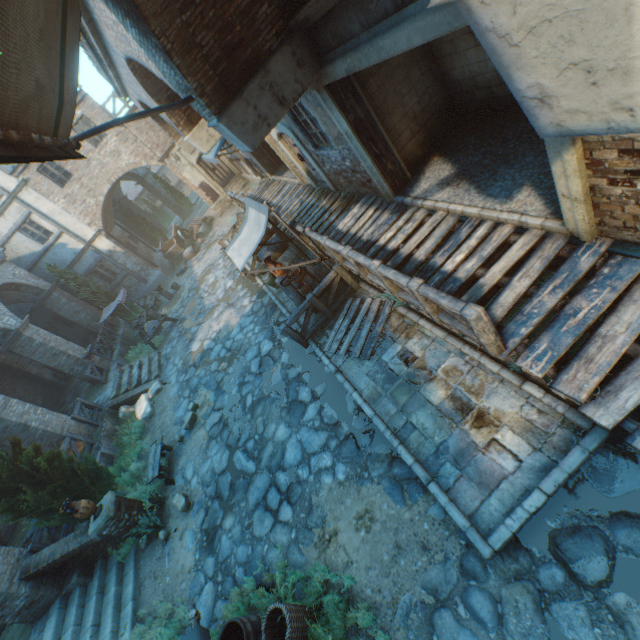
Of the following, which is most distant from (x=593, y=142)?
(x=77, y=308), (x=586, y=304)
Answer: (x=77, y=308)

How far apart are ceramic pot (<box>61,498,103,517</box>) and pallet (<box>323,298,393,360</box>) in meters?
6.6 m

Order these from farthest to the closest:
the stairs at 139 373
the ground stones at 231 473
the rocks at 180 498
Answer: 1. the stairs at 139 373
2. the rocks at 180 498
3. the ground stones at 231 473

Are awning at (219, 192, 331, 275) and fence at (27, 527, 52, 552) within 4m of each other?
no

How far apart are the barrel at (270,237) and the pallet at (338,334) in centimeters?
340cm

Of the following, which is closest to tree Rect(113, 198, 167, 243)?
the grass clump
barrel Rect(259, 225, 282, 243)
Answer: the grass clump

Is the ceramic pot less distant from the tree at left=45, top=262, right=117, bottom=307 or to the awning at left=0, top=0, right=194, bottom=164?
the tree at left=45, top=262, right=117, bottom=307

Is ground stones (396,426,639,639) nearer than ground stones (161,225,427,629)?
Yes
